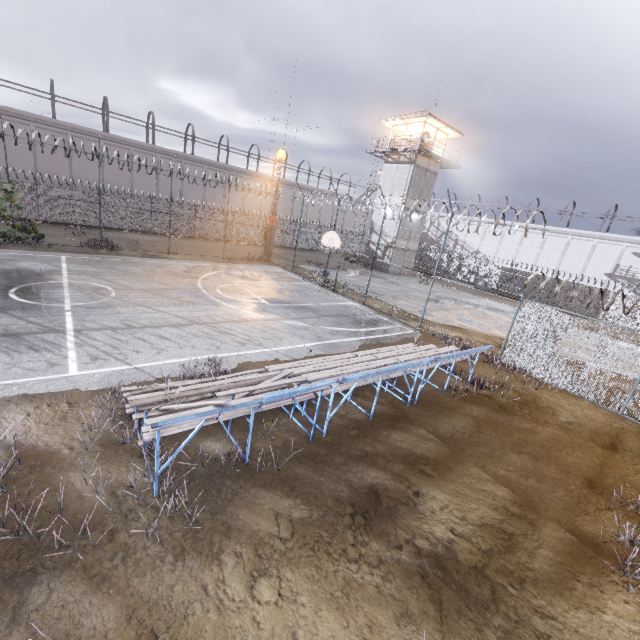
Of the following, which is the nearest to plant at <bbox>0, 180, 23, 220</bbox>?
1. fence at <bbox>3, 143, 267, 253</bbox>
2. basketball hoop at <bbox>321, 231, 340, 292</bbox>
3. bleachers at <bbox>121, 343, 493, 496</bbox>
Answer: fence at <bbox>3, 143, 267, 253</bbox>

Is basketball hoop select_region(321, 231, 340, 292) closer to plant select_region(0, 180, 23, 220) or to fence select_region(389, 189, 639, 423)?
fence select_region(389, 189, 639, 423)

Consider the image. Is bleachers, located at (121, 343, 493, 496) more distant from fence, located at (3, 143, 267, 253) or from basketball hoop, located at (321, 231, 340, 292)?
basketball hoop, located at (321, 231, 340, 292)

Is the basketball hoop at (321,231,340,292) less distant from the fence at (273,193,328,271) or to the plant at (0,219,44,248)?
the fence at (273,193,328,271)

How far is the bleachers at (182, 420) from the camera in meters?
4.9 m

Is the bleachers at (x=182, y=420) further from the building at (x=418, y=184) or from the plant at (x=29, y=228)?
the building at (x=418, y=184)

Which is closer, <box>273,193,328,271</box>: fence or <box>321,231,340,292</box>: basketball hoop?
<box>321,231,340,292</box>: basketball hoop

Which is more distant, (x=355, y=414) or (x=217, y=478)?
(x=355, y=414)
